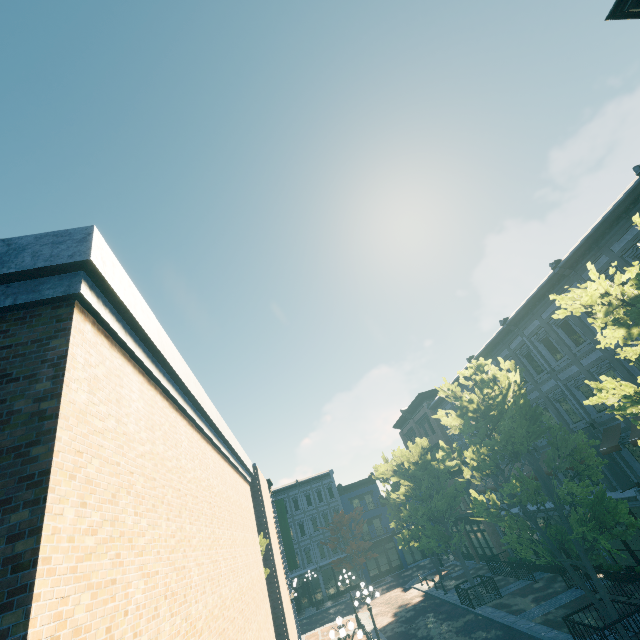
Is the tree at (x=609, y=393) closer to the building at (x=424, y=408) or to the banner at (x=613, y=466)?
the building at (x=424, y=408)

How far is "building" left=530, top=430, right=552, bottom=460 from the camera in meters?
19.3 m

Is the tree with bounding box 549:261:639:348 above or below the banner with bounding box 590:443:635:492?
above

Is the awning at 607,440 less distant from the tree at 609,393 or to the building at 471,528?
the building at 471,528

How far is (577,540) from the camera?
12.6 meters

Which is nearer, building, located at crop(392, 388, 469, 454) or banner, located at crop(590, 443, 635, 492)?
banner, located at crop(590, 443, 635, 492)

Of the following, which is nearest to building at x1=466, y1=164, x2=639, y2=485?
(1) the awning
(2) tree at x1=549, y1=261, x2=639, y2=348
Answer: (1) the awning

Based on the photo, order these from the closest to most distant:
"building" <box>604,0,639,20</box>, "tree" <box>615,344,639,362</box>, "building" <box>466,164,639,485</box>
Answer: "tree" <box>615,344,639,362</box>
"building" <box>604,0,639,20</box>
"building" <box>466,164,639,485</box>
